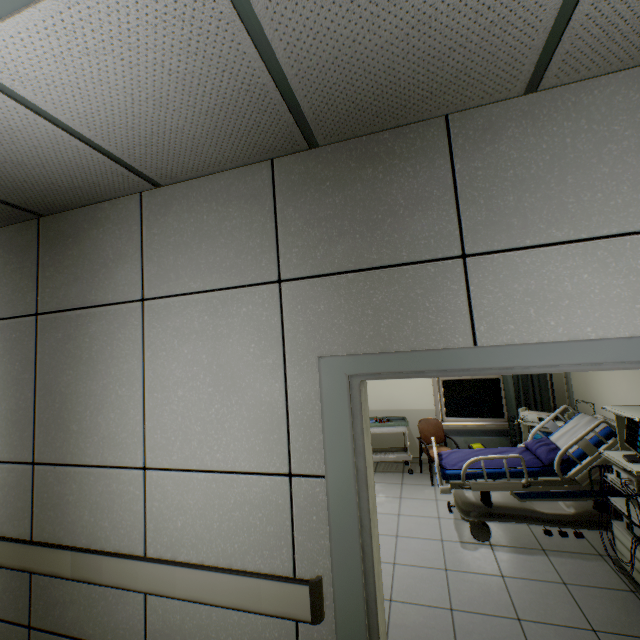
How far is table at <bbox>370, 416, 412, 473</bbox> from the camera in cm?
559

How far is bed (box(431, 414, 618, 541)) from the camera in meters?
3.2 m

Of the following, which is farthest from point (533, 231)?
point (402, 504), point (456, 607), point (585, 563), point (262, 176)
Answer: point (402, 504)

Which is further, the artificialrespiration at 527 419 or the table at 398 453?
the table at 398 453

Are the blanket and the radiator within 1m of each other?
no

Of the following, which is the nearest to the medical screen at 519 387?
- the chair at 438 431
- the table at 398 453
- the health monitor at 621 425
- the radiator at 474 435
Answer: the radiator at 474 435

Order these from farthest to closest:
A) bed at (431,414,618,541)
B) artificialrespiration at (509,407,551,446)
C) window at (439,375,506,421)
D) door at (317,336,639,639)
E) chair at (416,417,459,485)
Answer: window at (439,375,506,421) < chair at (416,417,459,485) < artificialrespiration at (509,407,551,446) < bed at (431,414,618,541) < door at (317,336,639,639)

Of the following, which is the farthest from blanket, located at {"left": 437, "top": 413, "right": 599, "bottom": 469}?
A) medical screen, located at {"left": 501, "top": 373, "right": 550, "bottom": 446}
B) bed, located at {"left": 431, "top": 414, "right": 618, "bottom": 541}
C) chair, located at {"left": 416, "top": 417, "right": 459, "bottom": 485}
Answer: medical screen, located at {"left": 501, "top": 373, "right": 550, "bottom": 446}
